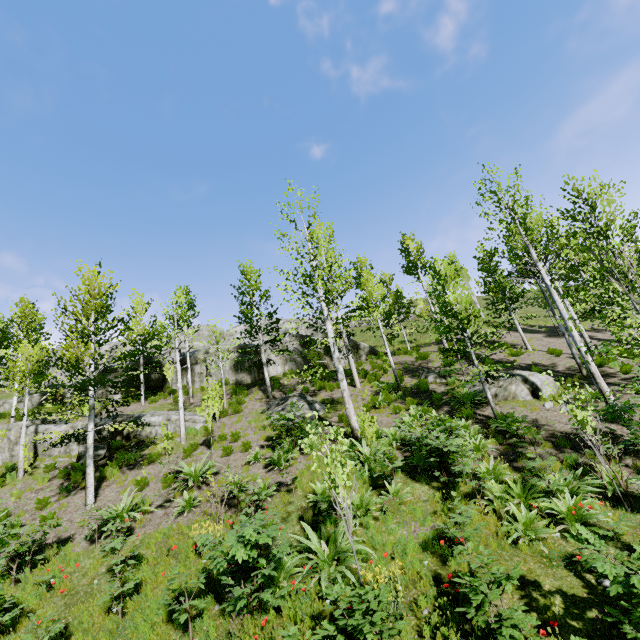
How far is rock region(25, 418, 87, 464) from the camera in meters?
15.8

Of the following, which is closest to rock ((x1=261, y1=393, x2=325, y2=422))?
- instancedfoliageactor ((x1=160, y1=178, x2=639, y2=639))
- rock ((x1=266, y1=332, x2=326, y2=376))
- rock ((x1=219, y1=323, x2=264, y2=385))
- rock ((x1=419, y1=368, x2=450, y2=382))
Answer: rock ((x1=419, y1=368, x2=450, y2=382))

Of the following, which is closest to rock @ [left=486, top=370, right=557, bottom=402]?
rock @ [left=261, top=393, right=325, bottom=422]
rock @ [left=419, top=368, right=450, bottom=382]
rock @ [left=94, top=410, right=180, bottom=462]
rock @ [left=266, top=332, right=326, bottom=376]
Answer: rock @ [left=94, top=410, right=180, bottom=462]

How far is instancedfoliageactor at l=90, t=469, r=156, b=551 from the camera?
9.4 meters

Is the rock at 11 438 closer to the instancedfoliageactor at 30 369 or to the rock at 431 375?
the instancedfoliageactor at 30 369

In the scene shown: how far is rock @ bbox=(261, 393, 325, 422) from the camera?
15.5m

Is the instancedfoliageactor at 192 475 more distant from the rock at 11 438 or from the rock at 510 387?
the rock at 11 438

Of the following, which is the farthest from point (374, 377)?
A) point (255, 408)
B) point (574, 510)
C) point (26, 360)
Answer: point (26, 360)
